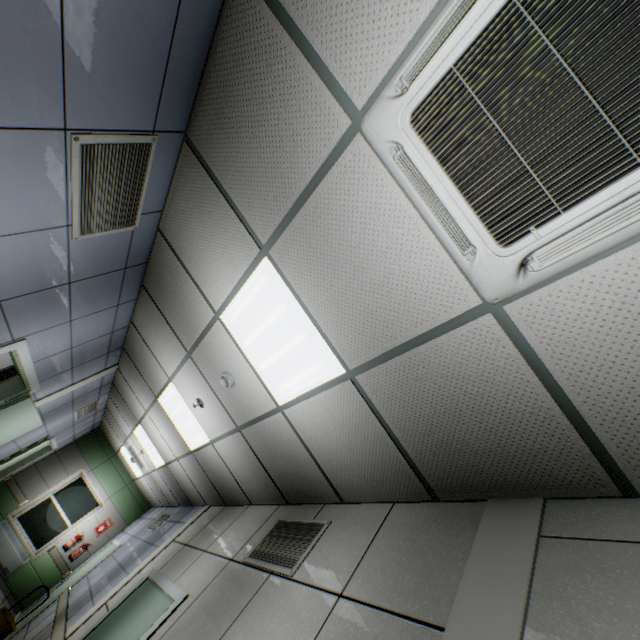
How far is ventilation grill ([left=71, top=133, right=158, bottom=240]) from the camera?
1.91m

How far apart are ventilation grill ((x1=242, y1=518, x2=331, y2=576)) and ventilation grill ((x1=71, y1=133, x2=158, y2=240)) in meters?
3.0 m

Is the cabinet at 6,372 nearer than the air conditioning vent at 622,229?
No

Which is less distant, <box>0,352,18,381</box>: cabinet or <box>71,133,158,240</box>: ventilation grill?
<box>71,133,158,240</box>: ventilation grill

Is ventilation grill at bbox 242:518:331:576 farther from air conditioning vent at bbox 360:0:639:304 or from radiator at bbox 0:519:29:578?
radiator at bbox 0:519:29:578

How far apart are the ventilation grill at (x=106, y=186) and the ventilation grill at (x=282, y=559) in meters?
3.0 m

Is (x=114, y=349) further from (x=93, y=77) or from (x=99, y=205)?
(x=93, y=77)

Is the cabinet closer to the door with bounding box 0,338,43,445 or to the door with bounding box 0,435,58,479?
the door with bounding box 0,338,43,445
